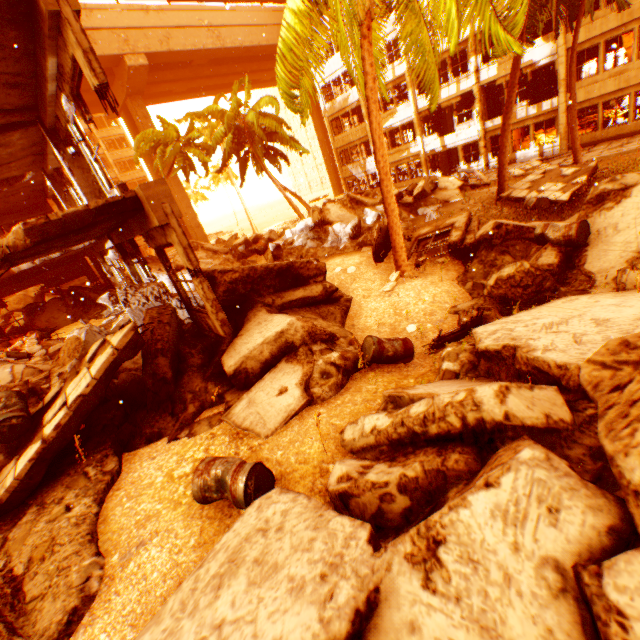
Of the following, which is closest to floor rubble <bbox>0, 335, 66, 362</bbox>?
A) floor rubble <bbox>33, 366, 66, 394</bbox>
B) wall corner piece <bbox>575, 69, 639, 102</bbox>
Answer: floor rubble <bbox>33, 366, 66, 394</bbox>

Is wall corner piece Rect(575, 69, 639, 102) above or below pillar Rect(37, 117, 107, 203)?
below

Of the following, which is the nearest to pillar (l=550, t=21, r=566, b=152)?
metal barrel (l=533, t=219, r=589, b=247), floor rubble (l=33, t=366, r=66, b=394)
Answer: metal barrel (l=533, t=219, r=589, b=247)

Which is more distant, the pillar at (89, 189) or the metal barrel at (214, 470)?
the pillar at (89, 189)

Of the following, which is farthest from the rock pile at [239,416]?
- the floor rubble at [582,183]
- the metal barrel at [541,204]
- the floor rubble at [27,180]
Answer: the floor rubble at [27,180]

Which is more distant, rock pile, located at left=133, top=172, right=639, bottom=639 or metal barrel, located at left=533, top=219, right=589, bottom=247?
metal barrel, located at left=533, top=219, right=589, bottom=247

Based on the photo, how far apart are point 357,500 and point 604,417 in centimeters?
218cm

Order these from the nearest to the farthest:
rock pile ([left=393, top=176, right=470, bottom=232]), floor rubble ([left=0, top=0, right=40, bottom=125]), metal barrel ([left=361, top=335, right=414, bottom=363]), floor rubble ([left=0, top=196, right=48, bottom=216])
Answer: floor rubble ([left=0, top=0, right=40, bottom=125]) < metal barrel ([left=361, top=335, right=414, bottom=363]) < floor rubble ([left=0, top=196, right=48, bottom=216]) < rock pile ([left=393, top=176, right=470, bottom=232])
